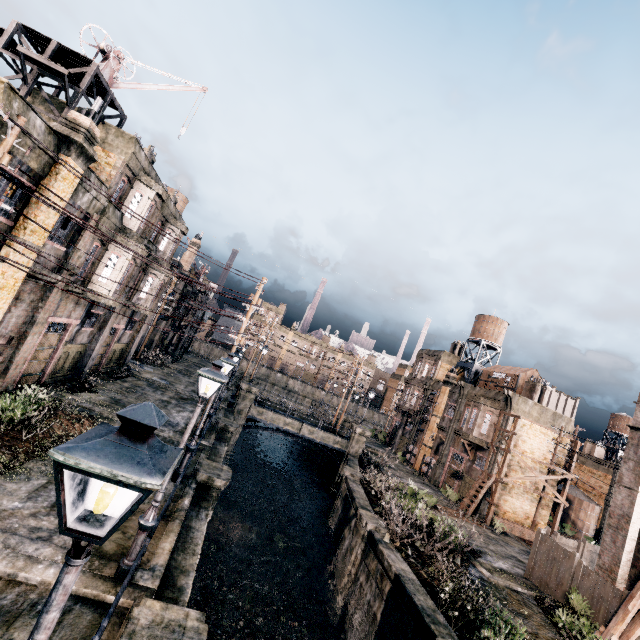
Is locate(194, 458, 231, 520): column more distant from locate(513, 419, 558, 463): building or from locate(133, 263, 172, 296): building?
locate(513, 419, 558, 463): building

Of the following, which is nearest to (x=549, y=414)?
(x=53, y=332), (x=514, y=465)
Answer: (x=514, y=465)

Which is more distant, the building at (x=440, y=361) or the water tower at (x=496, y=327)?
the water tower at (x=496, y=327)

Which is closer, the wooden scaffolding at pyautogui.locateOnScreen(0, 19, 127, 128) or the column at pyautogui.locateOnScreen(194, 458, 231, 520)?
the wooden scaffolding at pyautogui.locateOnScreen(0, 19, 127, 128)

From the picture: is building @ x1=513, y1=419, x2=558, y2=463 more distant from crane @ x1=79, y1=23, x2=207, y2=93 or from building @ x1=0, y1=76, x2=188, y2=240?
crane @ x1=79, y1=23, x2=207, y2=93

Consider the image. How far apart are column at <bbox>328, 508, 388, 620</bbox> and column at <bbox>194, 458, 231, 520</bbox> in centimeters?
789cm

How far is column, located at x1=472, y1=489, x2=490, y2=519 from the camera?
29.6 meters

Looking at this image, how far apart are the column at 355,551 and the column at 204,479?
7.9 meters
